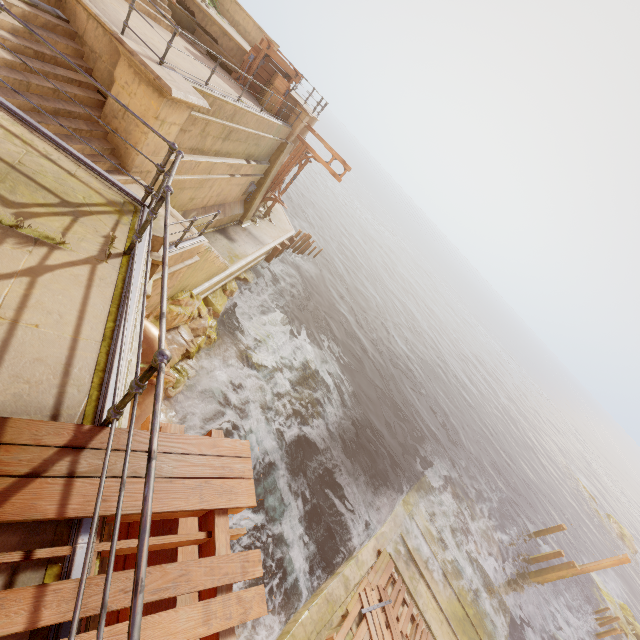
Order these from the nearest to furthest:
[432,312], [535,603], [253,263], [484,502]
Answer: [253,263], [535,603], [484,502], [432,312]

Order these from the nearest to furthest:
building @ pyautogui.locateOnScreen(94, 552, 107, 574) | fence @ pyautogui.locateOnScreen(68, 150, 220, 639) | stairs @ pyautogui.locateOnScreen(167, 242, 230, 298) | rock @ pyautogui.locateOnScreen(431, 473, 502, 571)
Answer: fence @ pyautogui.locateOnScreen(68, 150, 220, 639) < building @ pyautogui.locateOnScreen(94, 552, 107, 574) < stairs @ pyautogui.locateOnScreen(167, 242, 230, 298) < rock @ pyautogui.locateOnScreen(431, 473, 502, 571)

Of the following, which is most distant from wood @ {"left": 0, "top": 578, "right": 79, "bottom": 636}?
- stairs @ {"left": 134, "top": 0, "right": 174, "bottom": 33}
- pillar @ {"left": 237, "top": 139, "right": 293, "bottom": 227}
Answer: pillar @ {"left": 237, "top": 139, "right": 293, "bottom": 227}

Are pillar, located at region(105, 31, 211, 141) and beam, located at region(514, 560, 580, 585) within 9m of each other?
no

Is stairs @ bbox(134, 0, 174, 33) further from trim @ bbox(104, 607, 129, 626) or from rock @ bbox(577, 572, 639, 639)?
rock @ bbox(577, 572, 639, 639)

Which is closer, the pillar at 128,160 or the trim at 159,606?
the trim at 159,606

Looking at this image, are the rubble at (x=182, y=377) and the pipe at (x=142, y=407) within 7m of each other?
yes

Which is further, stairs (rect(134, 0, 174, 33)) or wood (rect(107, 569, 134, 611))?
stairs (rect(134, 0, 174, 33))
